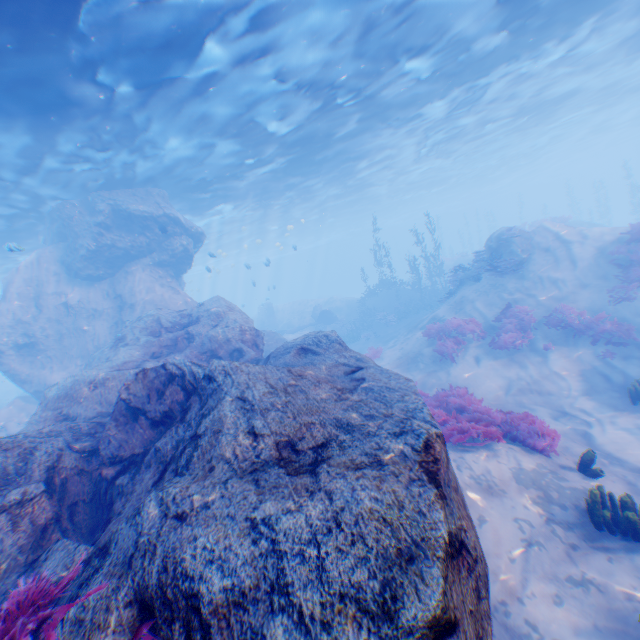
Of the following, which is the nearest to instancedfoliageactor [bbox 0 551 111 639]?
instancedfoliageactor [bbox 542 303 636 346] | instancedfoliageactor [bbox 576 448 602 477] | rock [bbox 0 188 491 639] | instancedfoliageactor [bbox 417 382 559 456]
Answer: rock [bbox 0 188 491 639]

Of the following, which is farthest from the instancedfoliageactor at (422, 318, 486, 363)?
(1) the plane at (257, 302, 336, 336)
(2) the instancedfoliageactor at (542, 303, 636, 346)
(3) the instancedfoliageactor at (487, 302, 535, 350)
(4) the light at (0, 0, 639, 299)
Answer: (1) the plane at (257, 302, 336, 336)

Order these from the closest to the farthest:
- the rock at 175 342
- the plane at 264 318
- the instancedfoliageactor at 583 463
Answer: the rock at 175 342 → the instancedfoliageactor at 583 463 → the plane at 264 318

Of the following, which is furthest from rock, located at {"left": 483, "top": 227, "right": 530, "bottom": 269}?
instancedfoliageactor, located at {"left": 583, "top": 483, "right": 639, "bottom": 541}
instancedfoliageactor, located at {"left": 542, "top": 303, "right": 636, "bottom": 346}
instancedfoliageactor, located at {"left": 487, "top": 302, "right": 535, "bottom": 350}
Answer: instancedfoliageactor, located at {"left": 542, "top": 303, "right": 636, "bottom": 346}

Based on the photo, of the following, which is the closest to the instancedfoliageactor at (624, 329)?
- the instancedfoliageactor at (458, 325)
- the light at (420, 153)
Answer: the instancedfoliageactor at (458, 325)

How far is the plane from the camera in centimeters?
2994cm

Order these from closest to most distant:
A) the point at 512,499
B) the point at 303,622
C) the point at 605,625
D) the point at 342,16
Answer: the point at 303,622, the point at 605,625, the point at 512,499, the point at 342,16

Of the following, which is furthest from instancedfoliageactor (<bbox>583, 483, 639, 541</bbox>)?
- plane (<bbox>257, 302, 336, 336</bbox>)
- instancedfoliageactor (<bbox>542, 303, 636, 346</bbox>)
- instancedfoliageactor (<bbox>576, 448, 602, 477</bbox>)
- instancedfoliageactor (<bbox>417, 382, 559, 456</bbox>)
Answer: plane (<bbox>257, 302, 336, 336</bbox>)
